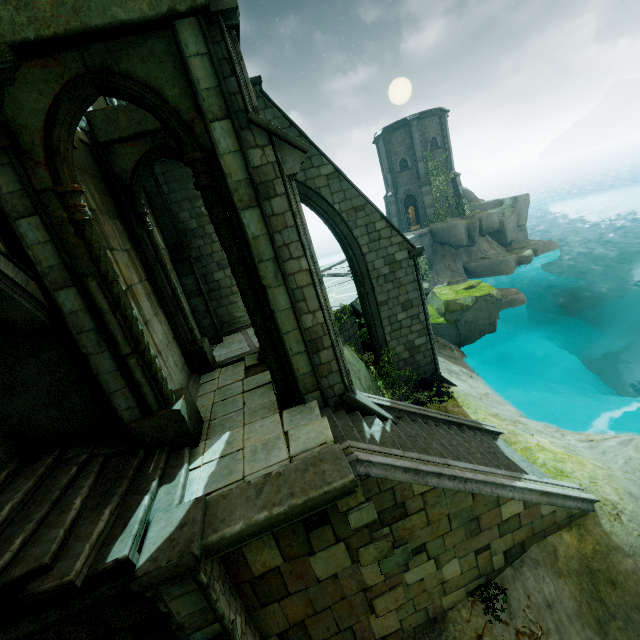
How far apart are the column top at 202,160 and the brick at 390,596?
8.1 meters

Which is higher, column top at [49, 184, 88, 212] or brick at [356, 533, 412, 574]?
column top at [49, 184, 88, 212]

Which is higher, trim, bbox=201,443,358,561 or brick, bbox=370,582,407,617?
trim, bbox=201,443,358,561

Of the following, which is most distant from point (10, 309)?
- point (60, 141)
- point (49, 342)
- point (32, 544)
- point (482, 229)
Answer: point (482, 229)

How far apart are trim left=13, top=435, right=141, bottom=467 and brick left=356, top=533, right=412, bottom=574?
4.3m

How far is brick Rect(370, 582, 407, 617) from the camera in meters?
5.8

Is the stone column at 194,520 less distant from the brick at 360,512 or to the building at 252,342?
the brick at 360,512

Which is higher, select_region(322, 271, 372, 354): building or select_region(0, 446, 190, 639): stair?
select_region(0, 446, 190, 639): stair
